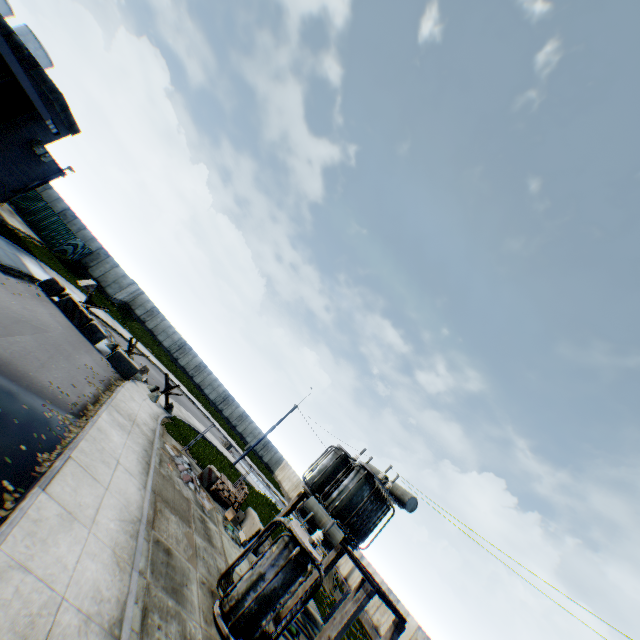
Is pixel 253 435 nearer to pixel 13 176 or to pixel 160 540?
pixel 13 176

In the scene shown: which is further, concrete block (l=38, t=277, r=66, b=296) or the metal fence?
the metal fence

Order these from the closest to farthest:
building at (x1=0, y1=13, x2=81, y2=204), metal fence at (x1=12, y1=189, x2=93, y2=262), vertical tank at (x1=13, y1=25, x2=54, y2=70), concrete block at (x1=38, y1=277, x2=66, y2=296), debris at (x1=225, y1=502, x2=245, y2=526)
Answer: building at (x1=0, y1=13, x2=81, y2=204)
debris at (x1=225, y1=502, x2=245, y2=526)
concrete block at (x1=38, y1=277, x2=66, y2=296)
metal fence at (x1=12, y1=189, x2=93, y2=262)
vertical tank at (x1=13, y1=25, x2=54, y2=70)

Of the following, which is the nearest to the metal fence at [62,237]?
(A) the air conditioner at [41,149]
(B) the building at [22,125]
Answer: (B) the building at [22,125]

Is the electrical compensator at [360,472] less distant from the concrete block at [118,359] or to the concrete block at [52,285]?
the concrete block at [118,359]

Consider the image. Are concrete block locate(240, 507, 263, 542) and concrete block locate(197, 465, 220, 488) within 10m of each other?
yes

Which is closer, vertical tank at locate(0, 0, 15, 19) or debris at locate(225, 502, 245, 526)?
debris at locate(225, 502, 245, 526)

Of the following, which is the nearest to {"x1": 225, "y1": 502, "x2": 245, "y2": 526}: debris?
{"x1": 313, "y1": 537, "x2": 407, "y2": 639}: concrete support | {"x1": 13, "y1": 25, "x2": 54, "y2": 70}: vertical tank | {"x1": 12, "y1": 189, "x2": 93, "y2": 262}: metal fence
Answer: {"x1": 12, "y1": 189, "x2": 93, "y2": 262}: metal fence
